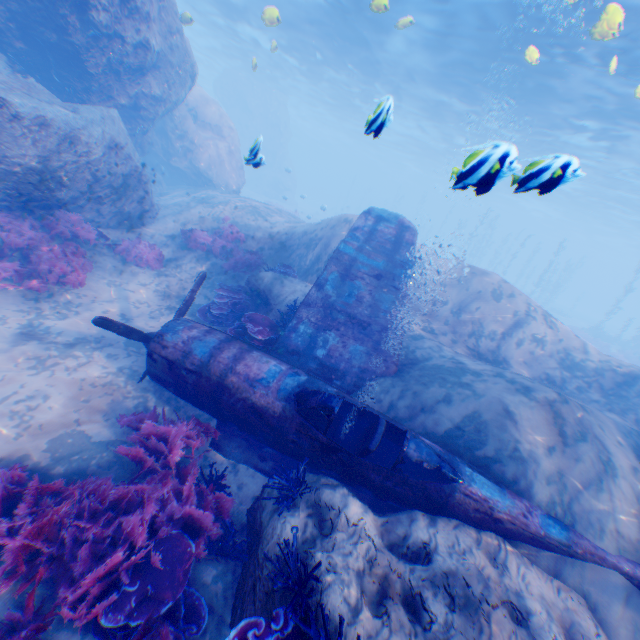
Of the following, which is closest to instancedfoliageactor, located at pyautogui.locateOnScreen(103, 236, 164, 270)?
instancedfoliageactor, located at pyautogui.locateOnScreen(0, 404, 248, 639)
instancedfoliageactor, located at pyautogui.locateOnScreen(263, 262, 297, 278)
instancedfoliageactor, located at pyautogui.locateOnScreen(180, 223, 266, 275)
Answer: instancedfoliageactor, located at pyautogui.locateOnScreen(180, 223, 266, 275)

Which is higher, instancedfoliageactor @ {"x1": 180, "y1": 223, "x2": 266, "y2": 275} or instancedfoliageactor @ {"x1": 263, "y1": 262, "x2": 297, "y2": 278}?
instancedfoliageactor @ {"x1": 263, "y1": 262, "x2": 297, "y2": 278}

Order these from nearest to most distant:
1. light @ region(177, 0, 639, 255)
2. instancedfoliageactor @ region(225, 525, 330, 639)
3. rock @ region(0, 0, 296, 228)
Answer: instancedfoliageactor @ region(225, 525, 330, 639) < rock @ region(0, 0, 296, 228) < light @ region(177, 0, 639, 255)

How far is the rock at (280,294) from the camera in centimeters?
888cm

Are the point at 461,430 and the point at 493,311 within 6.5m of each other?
yes

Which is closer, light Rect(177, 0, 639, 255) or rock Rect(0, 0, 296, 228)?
rock Rect(0, 0, 296, 228)

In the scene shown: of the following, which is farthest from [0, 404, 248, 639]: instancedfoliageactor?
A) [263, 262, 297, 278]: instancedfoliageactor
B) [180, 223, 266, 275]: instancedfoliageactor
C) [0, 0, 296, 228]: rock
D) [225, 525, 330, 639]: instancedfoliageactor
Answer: [263, 262, 297, 278]: instancedfoliageactor

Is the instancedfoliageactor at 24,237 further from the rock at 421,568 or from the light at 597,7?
the light at 597,7
